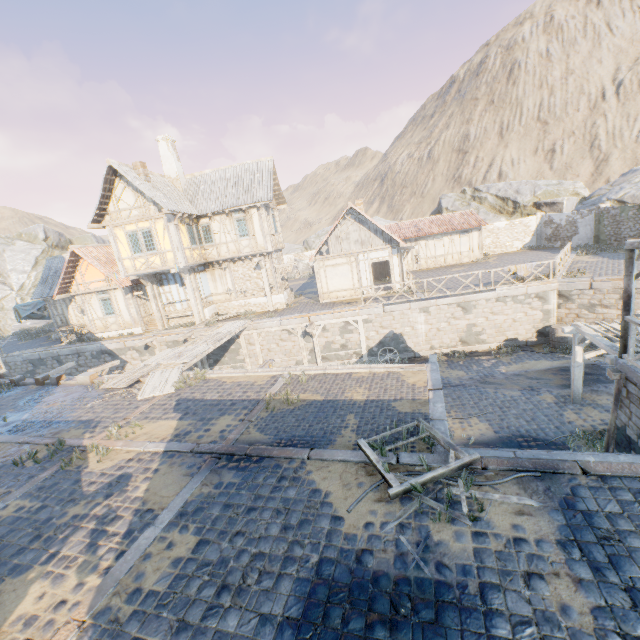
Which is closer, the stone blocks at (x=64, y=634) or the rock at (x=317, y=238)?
the stone blocks at (x=64, y=634)

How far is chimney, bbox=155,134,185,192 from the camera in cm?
2114

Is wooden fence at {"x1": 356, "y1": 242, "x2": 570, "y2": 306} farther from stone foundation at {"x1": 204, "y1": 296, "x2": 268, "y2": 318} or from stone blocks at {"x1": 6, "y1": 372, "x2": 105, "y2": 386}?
stone foundation at {"x1": 204, "y1": 296, "x2": 268, "y2": 318}

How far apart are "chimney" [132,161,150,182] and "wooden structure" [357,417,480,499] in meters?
19.0 m

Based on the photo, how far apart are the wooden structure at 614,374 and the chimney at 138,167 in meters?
22.2

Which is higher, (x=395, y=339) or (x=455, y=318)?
(x=455, y=318)

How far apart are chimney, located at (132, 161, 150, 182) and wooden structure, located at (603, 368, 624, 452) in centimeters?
2215cm

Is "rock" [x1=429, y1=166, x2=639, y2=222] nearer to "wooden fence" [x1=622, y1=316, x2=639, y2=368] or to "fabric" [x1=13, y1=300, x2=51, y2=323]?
"fabric" [x1=13, y1=300, x2=51, y2=323]
